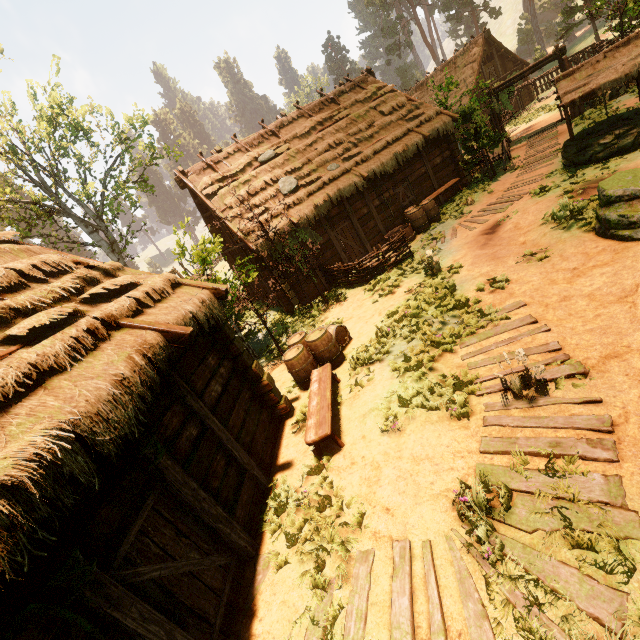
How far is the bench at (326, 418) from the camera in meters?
5.7

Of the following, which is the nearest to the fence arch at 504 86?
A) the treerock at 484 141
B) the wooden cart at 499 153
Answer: the wooden cart at 499 153

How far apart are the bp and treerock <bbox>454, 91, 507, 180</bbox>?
3.2m

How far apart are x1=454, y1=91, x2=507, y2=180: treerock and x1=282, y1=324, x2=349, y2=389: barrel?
11.77m

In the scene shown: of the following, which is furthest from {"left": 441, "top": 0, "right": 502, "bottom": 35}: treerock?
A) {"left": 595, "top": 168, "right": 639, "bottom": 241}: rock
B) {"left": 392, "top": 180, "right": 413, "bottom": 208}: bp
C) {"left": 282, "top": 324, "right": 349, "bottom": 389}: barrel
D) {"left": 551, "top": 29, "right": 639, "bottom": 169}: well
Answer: {"left": 551, "top": 29, "right": 639, "bottom": 169}: well

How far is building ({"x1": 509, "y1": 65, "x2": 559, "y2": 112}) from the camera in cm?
2697

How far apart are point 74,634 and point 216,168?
16.13m

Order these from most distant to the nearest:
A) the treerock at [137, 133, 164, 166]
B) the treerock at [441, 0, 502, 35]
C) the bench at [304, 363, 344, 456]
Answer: the treerock at [441, 0, 502, 35] → the treerock at [137, 133, 164, 166] → the bench at [304, 363, 344, 456]
